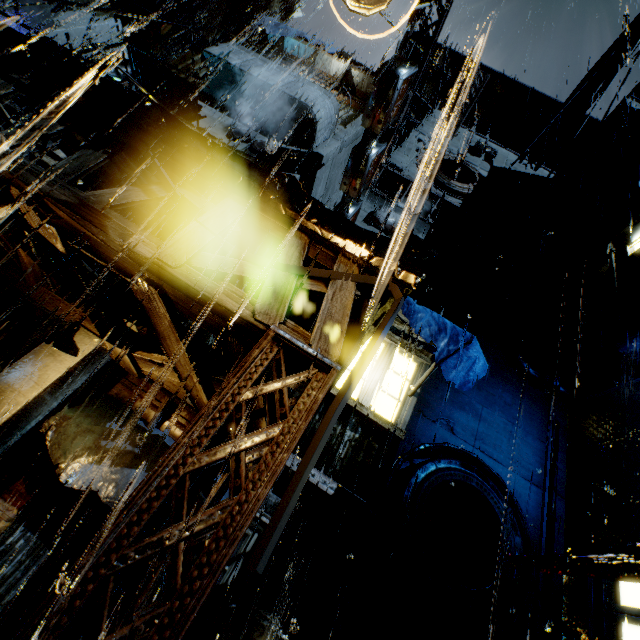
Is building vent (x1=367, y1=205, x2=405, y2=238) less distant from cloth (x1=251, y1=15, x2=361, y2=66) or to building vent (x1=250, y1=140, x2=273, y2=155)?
building vent (x1=250, y1=140, x2=273, y2=155)

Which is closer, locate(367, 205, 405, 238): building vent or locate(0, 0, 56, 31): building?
locate(367, 205, 405, 238): building vent

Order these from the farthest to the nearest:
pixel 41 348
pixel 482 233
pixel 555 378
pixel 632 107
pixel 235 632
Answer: pixel 482 233 → pixel 632 107 → pixel 555 378 → pixel 41 348 → pixel 235 632

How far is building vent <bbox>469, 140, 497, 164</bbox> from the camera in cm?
2430

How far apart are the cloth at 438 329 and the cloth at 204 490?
6.8 meters

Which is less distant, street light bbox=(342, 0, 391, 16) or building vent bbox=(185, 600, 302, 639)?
street light bbox=(342, 0, 391, 16)

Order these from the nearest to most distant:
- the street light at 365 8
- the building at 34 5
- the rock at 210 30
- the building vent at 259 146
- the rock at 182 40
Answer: the street light at 365 8 → the building vent at 259 146 → the building at 34 5 → the rock at 210 30 → the rock at 182 40

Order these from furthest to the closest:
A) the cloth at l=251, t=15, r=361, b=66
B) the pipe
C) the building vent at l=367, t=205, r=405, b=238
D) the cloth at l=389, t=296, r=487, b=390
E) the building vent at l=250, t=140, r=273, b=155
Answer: the pipe → the building vent at l=367, t=205, r=405, b=238 → the cloth at l=251, t=15, r=361, b=66 → the building vent at l=250, t=140, r=273, b=155 → the cloth at l=389, t=296, r=487, b=390
